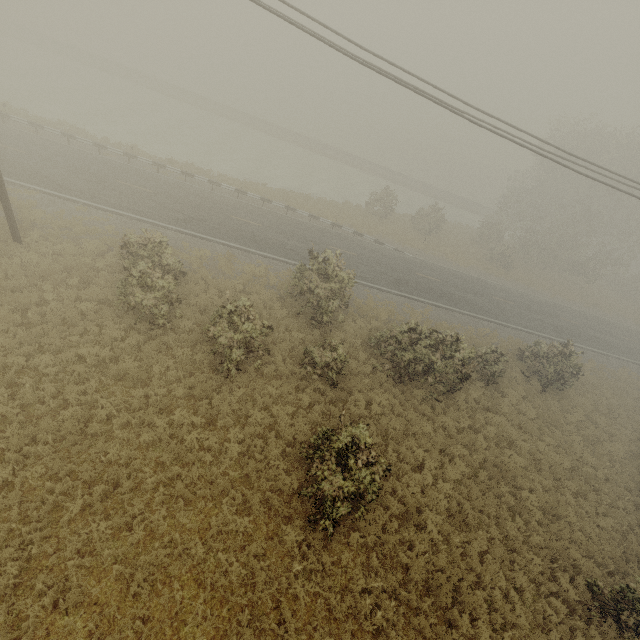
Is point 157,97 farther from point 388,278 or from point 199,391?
point 199,391
